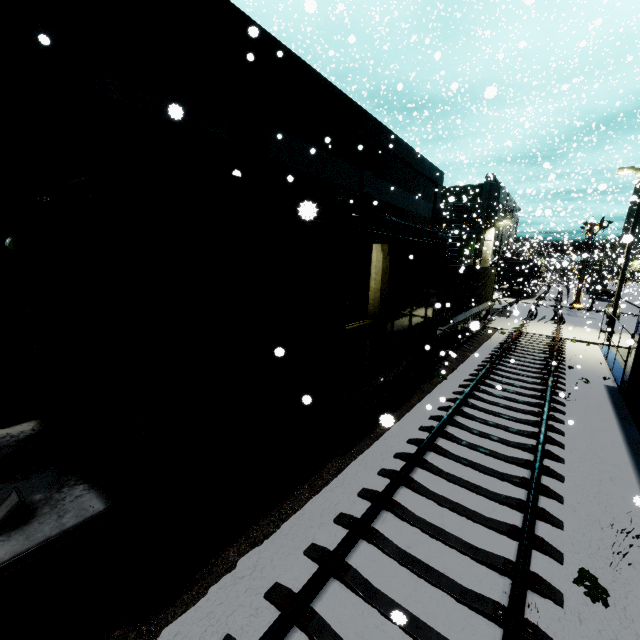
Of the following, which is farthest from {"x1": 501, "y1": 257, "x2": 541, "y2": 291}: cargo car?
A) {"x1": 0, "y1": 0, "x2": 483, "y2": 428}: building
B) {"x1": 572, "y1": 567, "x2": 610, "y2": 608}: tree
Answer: {"x1": 572, "y1": 567, "x2": 610, "y2": 608}: tree

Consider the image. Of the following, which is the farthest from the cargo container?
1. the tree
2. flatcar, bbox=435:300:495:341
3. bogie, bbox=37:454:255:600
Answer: bogie, bbox=37:454:255:600

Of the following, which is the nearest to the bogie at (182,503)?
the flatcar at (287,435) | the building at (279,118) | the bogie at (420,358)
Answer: the flatcar at (287,435)

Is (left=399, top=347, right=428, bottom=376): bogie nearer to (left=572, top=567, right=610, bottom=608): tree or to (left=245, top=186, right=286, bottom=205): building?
(left=245, top=186, right=286, bottom=205): building

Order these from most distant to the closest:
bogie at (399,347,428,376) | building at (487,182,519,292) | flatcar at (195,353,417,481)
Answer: building at (487,182,519,292) < bogie at (399,347,428,376) < flatcar at (195,353,417,481)

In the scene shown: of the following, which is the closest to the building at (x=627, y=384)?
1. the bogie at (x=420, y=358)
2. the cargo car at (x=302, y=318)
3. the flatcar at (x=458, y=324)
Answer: the cargo car at (x=302, y=318)

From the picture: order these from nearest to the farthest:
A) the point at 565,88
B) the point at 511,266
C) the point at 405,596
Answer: the point at 405,596 → the point at 565,88 → the point at 511,266

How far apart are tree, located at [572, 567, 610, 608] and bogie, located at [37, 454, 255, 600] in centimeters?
494cm
